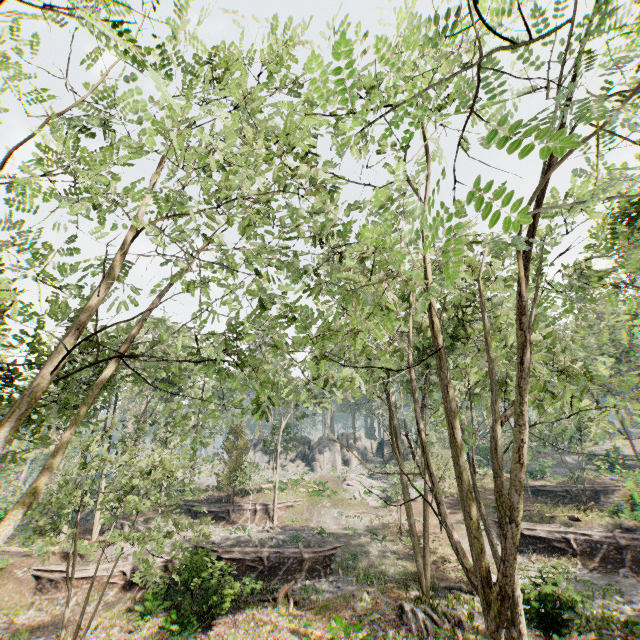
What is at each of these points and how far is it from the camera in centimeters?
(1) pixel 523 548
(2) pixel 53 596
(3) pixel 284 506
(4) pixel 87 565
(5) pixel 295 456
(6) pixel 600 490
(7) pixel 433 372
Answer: (1) ground embankment, 2475cm
(2) ground embankment, 1880cm
(3) ground embankment, 3294cm
(4) ground embankment, 2058cm
(5) rock, 5409cm
(6) ground embankment, 3241cm
(7) foliage, 2080cm

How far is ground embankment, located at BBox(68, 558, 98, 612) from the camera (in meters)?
18.39

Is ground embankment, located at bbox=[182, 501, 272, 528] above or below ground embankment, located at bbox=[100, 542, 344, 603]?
Result: above

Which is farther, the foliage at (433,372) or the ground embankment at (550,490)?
the ground embankment at (550,490)

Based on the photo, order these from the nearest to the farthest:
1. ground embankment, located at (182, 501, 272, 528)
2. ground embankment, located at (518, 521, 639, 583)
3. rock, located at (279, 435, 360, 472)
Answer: ground embankment, located at (518, 521, 639, 583) → ground embankment, located at (182, 501, 272, 528) → rock, located at (279, 435, 360, 472)

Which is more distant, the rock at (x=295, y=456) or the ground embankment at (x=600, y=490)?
the rock at (x=295, y=456)

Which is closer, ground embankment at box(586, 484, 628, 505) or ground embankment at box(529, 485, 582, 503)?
ground embankment at box(586, 484, 628, 505)

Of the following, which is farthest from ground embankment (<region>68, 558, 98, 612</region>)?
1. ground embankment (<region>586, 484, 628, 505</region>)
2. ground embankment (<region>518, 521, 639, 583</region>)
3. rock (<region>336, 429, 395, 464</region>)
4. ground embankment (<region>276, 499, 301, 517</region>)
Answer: rock (<region>336, 429, 395, 464</region>)
